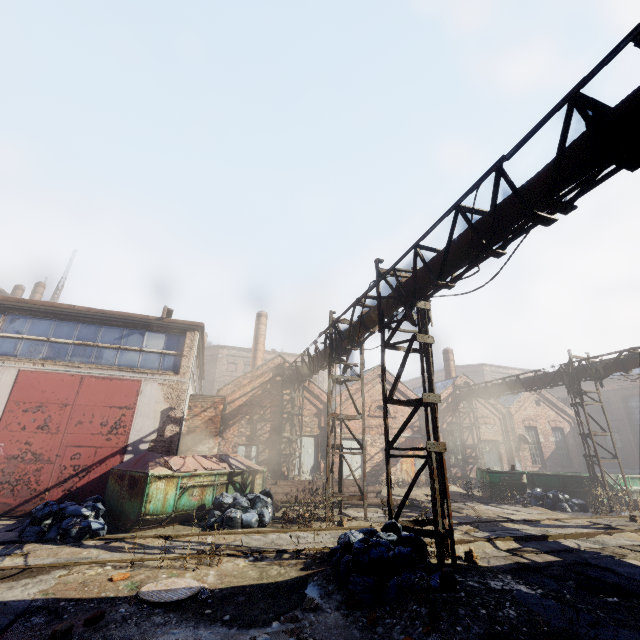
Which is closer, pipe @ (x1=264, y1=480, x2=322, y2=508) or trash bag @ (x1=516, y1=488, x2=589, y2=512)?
pipe @ (x1=264, y1=480, x2=322, y2=508)

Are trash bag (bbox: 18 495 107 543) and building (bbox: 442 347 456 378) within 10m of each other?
no

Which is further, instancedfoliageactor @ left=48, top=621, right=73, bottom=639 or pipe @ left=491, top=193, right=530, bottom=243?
pipe @ left=491, top=193, right=530, bottom=243

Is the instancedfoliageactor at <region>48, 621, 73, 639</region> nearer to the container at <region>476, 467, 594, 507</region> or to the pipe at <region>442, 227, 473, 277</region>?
the pipe at <region>442, 227, 473, 277</region>

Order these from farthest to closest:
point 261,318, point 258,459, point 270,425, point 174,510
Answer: point 261,318 < point 270,425 < point 258,459 < point 174,510

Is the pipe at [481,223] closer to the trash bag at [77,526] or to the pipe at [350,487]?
the pipe at [350,487]

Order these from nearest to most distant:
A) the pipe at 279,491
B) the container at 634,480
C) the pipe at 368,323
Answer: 1. the pipe at 368,323
2. the pipe at 279,491
3. the container at 634,480

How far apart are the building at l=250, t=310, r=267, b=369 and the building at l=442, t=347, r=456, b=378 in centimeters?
1501cm
